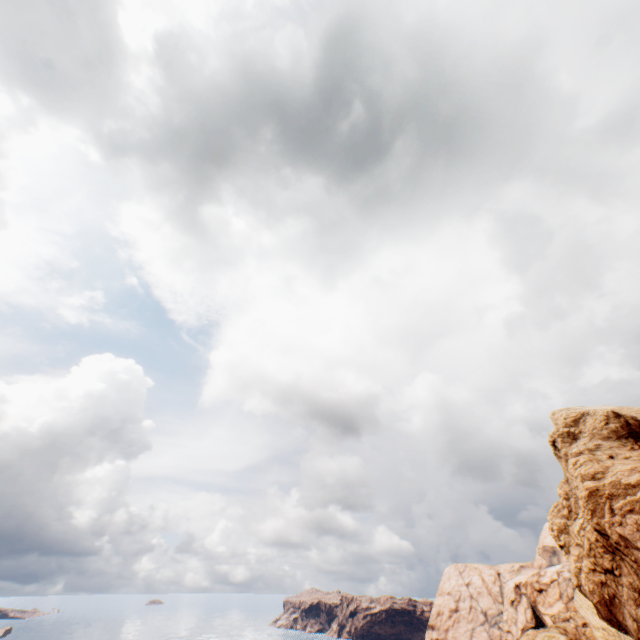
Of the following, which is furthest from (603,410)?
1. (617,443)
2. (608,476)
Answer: (608,476)
